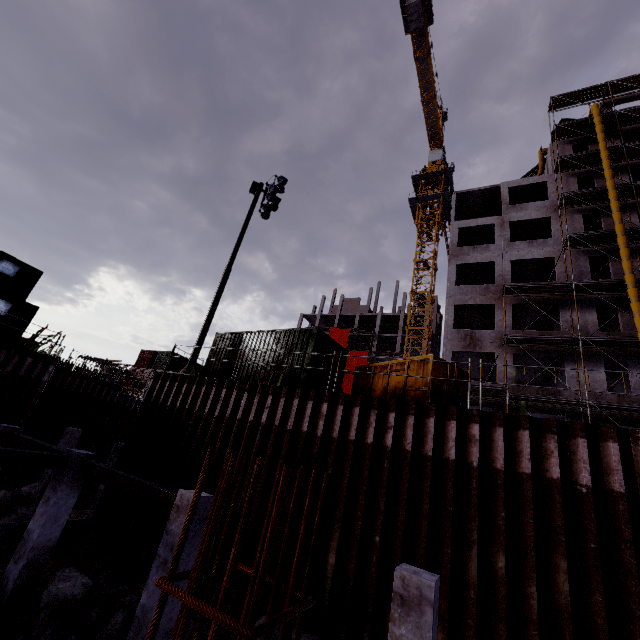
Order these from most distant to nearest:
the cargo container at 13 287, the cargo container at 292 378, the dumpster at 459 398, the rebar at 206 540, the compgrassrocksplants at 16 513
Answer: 1. the cargo container at 13 287
2. the compgrassrocksplants at 16 513
3. the cargo container at 292 378
4. the dumpster at 459 398
5. the rebar at 206 540

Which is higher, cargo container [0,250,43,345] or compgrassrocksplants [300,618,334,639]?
cargo container [0,250,43,345]

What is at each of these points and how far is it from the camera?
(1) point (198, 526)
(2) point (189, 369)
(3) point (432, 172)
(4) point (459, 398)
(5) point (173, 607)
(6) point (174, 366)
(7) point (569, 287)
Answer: (1) concrete column, 7.1m
(2) floodlight pole, 13.7m
(3) tower crane, 46.7m
(4) dumpster, 9.7m
(5) concrete column, 6.6m
(6) cargo container, 34.1m
(7) scaffolding, 22.0m

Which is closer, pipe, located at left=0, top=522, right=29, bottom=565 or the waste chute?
pipe, located at left=0, top=522, right=29, bottom=565

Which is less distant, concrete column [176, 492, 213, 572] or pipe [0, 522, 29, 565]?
concrete column [176, 492, 213, 572]

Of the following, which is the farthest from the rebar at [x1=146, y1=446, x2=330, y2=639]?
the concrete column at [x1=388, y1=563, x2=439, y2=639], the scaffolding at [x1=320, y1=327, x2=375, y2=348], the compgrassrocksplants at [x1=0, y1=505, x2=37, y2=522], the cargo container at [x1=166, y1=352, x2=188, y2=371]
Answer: the cargo container at [x1=166, y1=352, x2=188, y2=371]

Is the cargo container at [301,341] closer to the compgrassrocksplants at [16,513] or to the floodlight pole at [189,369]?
the floodlight pole at [189,369]

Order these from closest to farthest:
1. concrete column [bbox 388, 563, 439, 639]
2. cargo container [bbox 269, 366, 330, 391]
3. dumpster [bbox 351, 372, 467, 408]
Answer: concrete column [bbox 388, 563, 439, 639] → dumpster [bbox 351, 372, 467, 408] → cargo container [bbox 269, 366, 330, 391]
